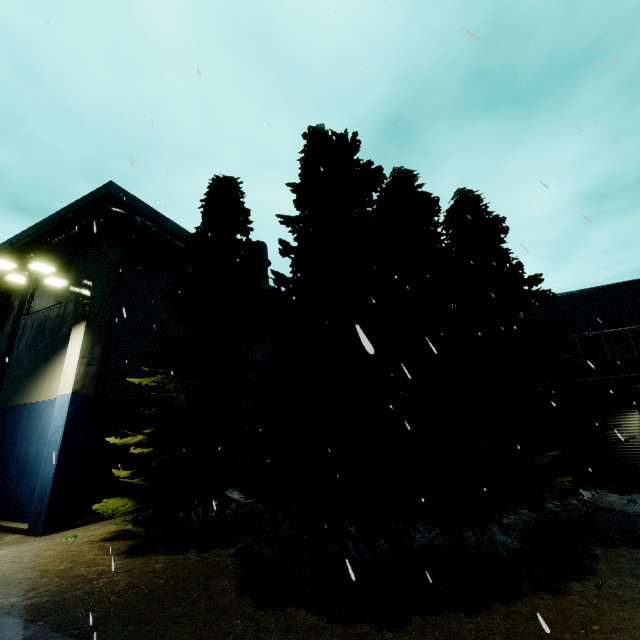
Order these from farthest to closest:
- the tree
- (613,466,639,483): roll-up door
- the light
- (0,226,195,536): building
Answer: (613,466,639,483): roll-up door < (0,226,195,536): building < the light < the tree

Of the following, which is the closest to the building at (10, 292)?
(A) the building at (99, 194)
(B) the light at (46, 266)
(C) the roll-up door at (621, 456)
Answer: (A) the building at (99, 194)

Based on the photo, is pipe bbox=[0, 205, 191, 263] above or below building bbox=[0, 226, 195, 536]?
above

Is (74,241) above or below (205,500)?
above

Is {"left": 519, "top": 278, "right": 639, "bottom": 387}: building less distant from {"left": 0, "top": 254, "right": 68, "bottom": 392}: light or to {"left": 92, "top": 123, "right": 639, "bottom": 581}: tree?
{"left": 92, "top": 123, "right": 639, "bottom": 581}: tree

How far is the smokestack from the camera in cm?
4197

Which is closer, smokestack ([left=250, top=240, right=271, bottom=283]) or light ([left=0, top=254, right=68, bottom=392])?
light ([left=0, top=254, right=68, bottom=392])

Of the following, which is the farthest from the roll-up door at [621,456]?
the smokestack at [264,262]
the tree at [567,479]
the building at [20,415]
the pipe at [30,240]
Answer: the smokestack at [264,262]
